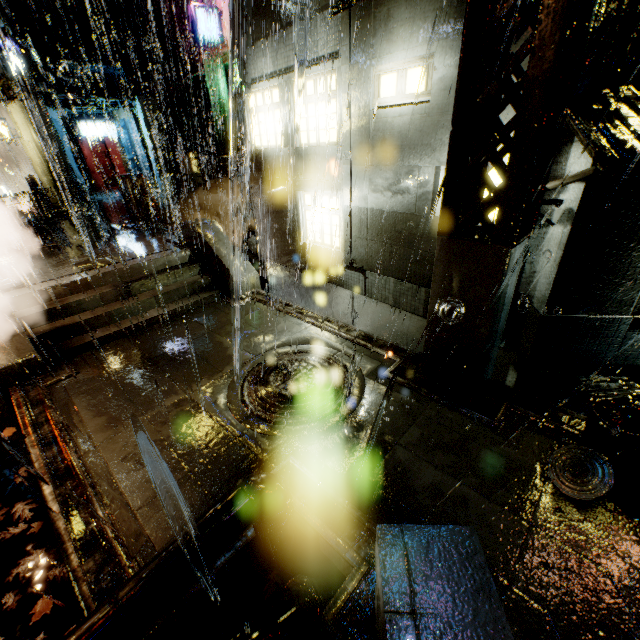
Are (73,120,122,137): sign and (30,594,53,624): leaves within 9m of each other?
no

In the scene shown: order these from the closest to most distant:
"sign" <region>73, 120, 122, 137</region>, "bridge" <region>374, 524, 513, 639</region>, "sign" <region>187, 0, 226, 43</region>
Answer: "bridge" <region>374, 524, 513, 639</region> < "sign" <region>187, 0, 226, 43</region> < "sign" <region>73, 120, 122, 137</region>

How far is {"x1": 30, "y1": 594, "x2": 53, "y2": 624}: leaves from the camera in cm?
392

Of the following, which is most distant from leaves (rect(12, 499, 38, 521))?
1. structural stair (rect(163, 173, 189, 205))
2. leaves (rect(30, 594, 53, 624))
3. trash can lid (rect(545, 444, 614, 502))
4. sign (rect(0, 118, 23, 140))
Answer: sign (rect(0, 118, 23, 140))

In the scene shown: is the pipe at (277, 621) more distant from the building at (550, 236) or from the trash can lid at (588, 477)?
the trash can lid at (588, 477)

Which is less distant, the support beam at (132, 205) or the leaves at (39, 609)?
the leaves at (39, 609)

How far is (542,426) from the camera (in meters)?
5.62

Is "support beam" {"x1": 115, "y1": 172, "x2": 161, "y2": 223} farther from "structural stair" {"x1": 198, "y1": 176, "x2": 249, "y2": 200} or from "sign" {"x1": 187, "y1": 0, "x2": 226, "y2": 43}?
"sign" {"x1": 187, "y1": 0, "x2": 226, "y2": 43}
